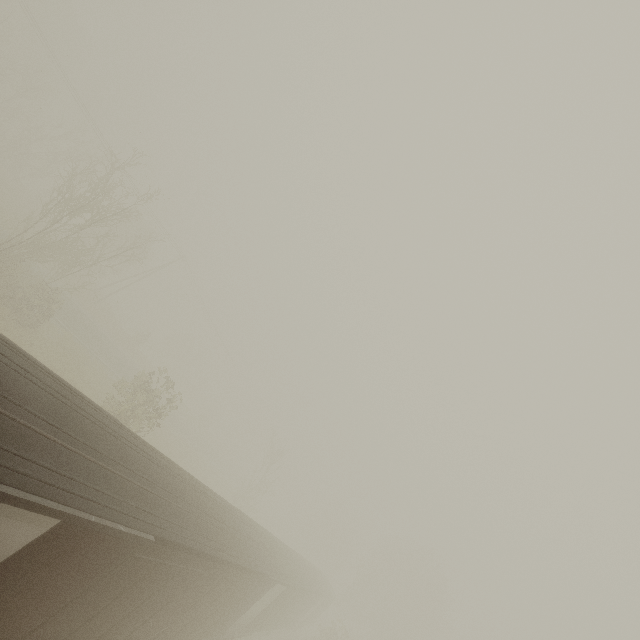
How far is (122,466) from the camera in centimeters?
725cm

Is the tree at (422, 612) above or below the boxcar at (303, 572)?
above

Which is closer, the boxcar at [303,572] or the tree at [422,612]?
the boxcar at [303,572]

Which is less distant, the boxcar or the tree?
the boxcar

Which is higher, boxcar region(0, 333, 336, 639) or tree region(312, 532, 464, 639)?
tree region(312, 532, 464, 639)
